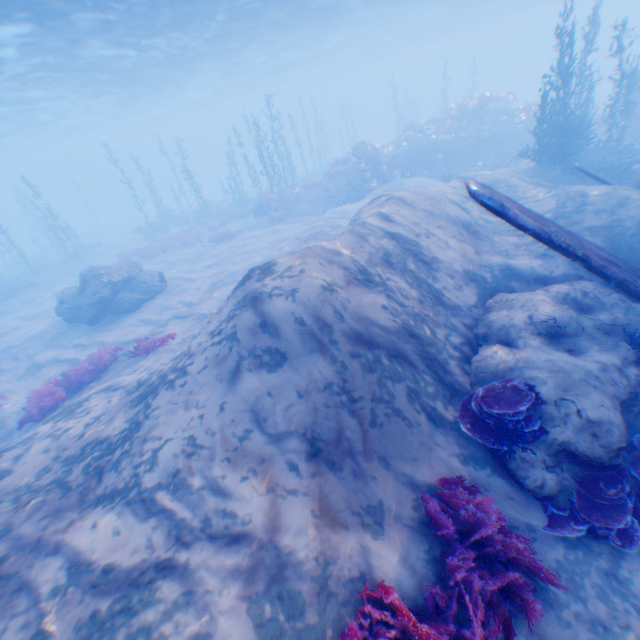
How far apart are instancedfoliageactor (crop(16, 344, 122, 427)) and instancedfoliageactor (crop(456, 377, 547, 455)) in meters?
11.0 m

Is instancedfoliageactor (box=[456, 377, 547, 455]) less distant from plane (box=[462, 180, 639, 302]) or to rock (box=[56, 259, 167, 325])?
rock (box=[56, 259, 167, 325])

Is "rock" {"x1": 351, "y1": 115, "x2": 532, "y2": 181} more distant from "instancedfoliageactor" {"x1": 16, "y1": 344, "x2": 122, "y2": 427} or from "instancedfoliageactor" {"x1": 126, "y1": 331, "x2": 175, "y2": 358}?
Answer: "instancedfoliageactor" {"x1": 16, "y1": 344, "x2": 122, "y2": 427}

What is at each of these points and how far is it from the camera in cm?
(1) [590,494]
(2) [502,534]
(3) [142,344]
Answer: (1) instancedfoliageactor, 467
(2) instancedfoliageactor, 408
(3) instancedfoliageactor, 1063

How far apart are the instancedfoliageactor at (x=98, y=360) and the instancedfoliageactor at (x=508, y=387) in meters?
11.0

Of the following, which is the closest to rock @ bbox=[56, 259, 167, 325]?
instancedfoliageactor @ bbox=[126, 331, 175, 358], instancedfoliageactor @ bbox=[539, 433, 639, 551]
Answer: instancedfoliageactor @ bbox=[539, 433, 639, 551]

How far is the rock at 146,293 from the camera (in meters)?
15.20

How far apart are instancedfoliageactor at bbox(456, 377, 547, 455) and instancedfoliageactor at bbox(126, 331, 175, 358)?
9.2m
